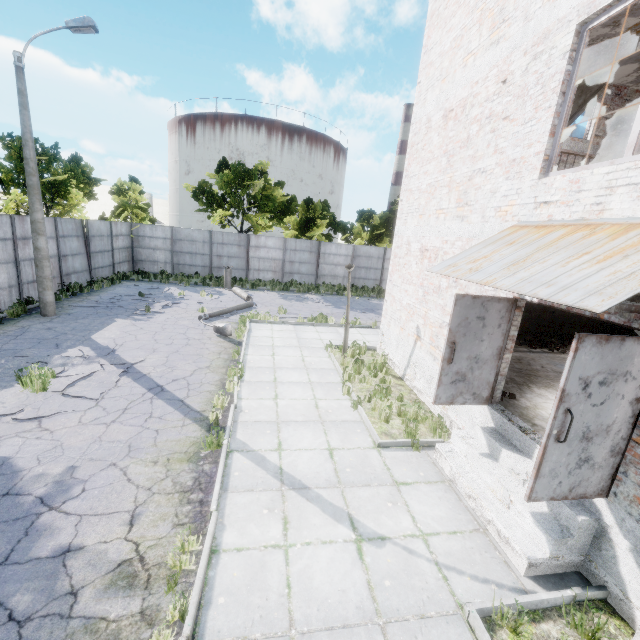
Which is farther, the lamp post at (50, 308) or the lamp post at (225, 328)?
the lamp post at (225, 328)

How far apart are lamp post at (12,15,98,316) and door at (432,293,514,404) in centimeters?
1448cm

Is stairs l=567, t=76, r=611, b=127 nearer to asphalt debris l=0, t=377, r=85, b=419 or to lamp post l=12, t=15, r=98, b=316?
asphalt debris l=0, t=377, r=85, b=419

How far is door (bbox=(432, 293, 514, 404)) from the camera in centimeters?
572cm

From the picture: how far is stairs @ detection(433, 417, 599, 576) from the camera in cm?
425

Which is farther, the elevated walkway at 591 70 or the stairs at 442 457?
the elevated walkway at 591 70

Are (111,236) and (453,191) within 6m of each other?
no

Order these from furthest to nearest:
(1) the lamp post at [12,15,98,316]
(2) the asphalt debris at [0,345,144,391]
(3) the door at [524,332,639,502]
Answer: (1) the lamp post at [12,15,98,316] → (2) the asphalt debris at [0,345,144,391] → (3) the door at [524,332,639,502]
